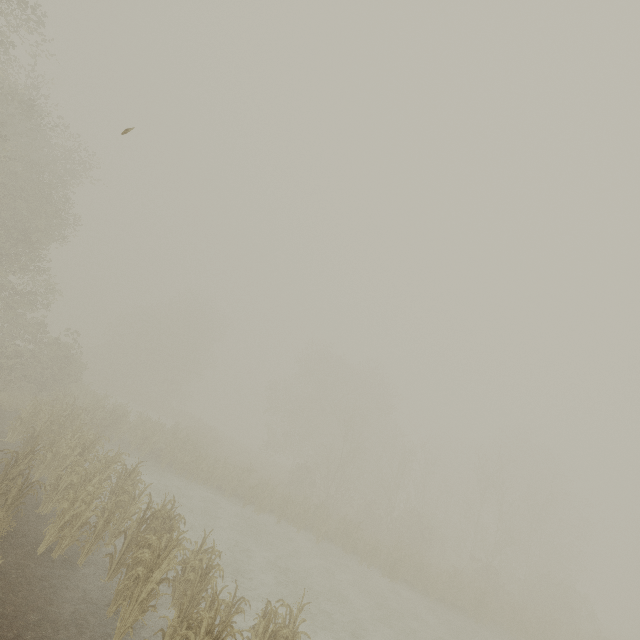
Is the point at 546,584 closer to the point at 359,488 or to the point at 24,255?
the point at 359,488
